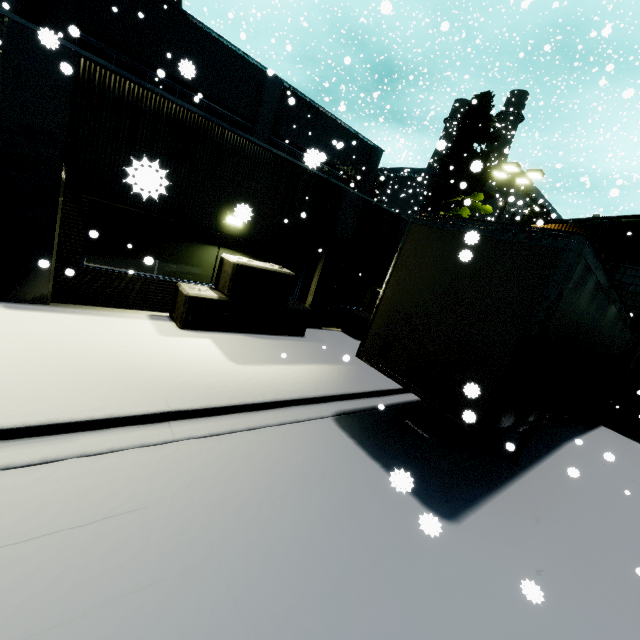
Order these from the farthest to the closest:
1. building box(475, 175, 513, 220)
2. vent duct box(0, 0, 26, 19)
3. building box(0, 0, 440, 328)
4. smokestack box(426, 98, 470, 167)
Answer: building box(475, 175, 513, 220)
smokestack box(426, 98, 470, 167)
vent duct box(0, 0, 26, 19)
building box(0, 0, 440, 328)

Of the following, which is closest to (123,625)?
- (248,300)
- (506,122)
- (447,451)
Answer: (447,451)

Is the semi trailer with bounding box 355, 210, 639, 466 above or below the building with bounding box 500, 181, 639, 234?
below

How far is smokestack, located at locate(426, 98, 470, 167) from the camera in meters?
23.8 m

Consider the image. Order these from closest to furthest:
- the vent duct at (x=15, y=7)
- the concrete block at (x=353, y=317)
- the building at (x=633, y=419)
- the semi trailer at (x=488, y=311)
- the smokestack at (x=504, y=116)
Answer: the semi trailer at (x=488, y=311) < the vent duct at (x=15, y=7) < the concrete block at (x=353, y=317) < the building at (x=633, y=419) < the smokestack at (x=504, y=116)

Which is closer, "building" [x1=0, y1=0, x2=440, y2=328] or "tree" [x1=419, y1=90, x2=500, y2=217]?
"building" [x1=0, y1=0, x2=440, y2=328]

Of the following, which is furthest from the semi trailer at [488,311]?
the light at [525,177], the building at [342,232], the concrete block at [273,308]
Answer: the light at [525,177]

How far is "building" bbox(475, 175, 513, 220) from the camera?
32.60m
